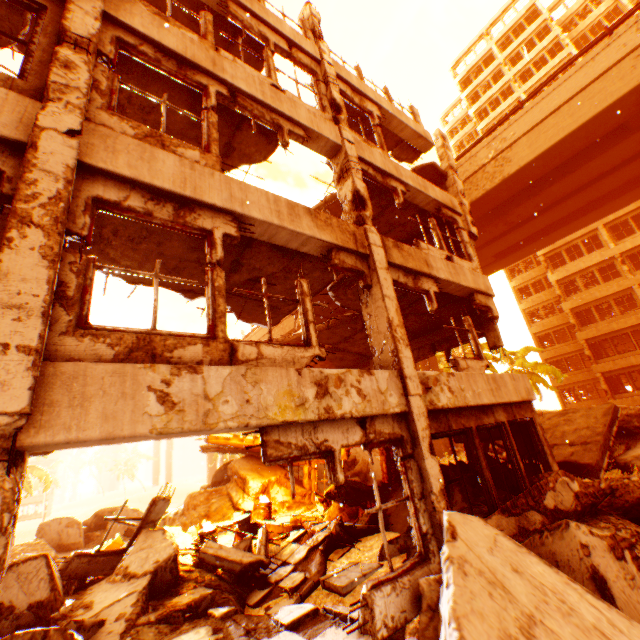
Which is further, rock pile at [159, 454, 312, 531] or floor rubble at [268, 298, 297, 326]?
rock pile at [159, 454, 312, 531]

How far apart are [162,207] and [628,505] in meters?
8.5

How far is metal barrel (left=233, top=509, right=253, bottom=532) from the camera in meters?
9.4

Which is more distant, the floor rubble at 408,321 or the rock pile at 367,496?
the floor rubble at 408,321

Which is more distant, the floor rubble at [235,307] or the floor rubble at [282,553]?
the floor rubble at [235,307]

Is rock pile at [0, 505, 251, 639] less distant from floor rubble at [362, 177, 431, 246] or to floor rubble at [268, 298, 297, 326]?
floor rubble at [268, 298, 297, 326]

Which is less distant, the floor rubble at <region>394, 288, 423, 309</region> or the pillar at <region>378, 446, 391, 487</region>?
the floor rubble at <region>394, 288, 423, 309</region>

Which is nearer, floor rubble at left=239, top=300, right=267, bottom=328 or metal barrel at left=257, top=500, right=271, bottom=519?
floor rubble at left=239, top=300, right=267, bottom=328
